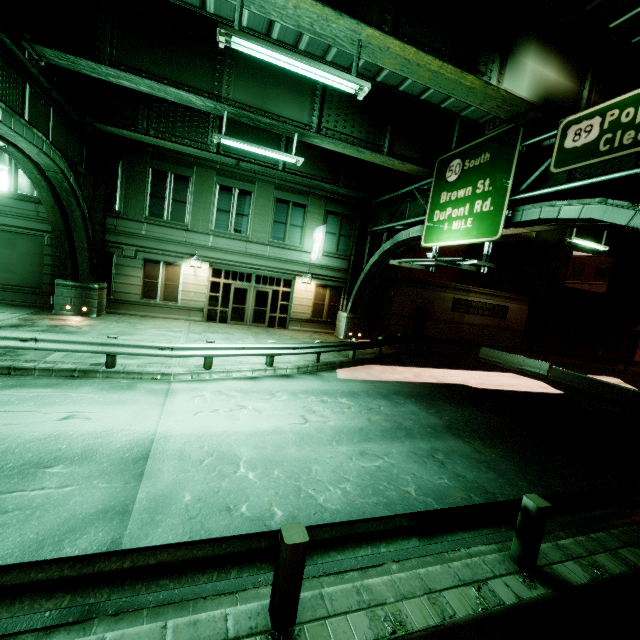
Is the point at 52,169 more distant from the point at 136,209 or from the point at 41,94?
the point at 136,209

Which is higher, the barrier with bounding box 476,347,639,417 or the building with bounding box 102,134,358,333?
the building with bounding box 102,134,358,333

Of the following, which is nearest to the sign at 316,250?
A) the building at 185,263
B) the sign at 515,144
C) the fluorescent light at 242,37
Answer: the building at 185,263

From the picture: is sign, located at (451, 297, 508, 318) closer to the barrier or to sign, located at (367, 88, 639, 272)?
the barrier

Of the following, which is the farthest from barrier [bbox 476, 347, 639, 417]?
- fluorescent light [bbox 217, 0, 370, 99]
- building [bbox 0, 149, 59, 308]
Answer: building [bbox 0, 149, 59, 308]

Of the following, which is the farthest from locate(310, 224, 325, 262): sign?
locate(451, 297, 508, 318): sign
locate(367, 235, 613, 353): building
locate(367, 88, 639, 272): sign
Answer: locate(451, 297, 508, 318): sign

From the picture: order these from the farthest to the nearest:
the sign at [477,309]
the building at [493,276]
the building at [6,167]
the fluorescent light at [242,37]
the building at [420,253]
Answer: the building at [420,253], the sign at [477,309], the building at [493,276], the building at [6,167], the fluorescent light at [242,37]

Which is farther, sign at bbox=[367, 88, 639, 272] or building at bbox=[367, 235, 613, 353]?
building at bbox=[367, 235, 613, 353]
